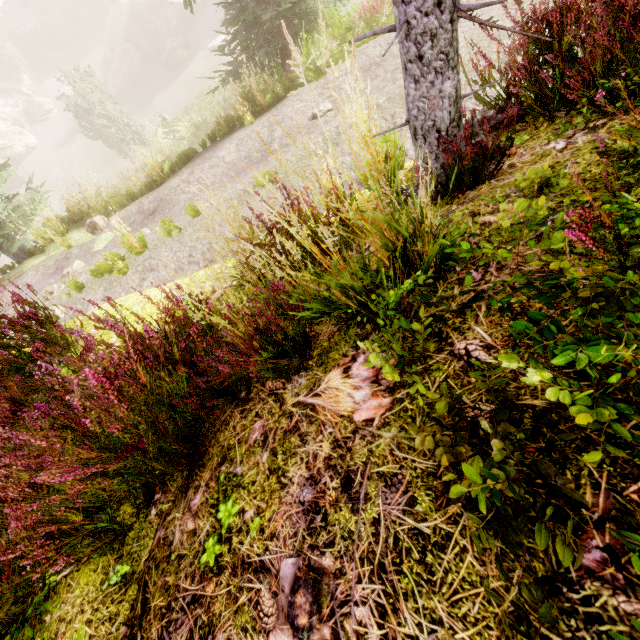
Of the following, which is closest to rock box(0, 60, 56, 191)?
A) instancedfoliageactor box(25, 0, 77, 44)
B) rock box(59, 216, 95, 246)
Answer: instancedfoliageactor box(25, 0, 77, 44)

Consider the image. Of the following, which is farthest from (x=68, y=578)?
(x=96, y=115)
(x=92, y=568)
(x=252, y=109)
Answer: (x=96, y=115)

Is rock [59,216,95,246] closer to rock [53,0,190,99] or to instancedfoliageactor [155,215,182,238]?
instancedfoliageactor [155,215,182,238]

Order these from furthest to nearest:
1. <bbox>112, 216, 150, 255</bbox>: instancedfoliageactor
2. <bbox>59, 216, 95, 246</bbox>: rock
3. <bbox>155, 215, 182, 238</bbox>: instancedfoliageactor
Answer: <bbox>59, 216, 95, 246</bbox>: rock < <bbox>112, 216, 150, 255</bbox>: instancedfoliageactor < <bbox>155, 215, 182, 238</bbox>: instancedfoliageactor

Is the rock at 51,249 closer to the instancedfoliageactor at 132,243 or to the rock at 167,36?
the instancedfoliageactor at 132,243

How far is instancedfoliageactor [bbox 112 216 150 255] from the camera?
6.6m

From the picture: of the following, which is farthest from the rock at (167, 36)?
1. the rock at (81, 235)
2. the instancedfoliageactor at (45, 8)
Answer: the rock at (81, 235)
